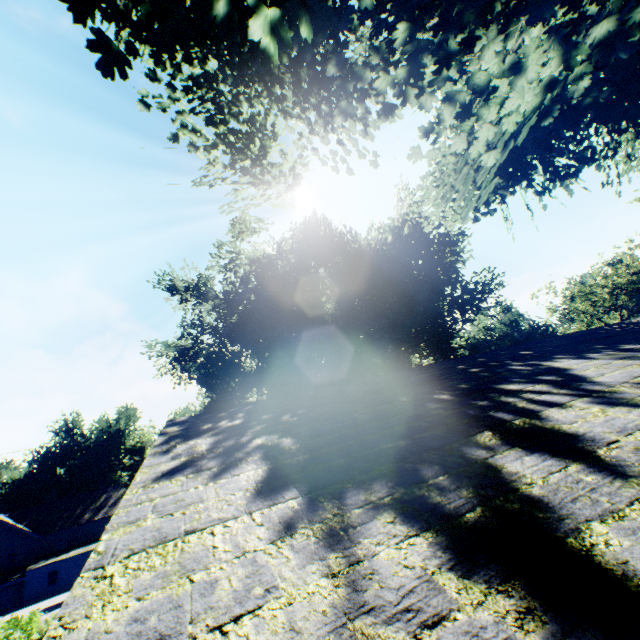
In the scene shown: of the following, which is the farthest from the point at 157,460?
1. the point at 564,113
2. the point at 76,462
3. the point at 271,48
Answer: the point at 76,462

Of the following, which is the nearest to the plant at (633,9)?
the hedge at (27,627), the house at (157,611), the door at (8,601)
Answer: the hedge at (27,627)

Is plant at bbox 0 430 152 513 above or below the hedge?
above

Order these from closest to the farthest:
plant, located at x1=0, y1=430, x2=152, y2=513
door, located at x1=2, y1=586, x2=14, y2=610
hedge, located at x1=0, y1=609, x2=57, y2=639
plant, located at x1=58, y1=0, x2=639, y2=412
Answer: plant, located at x1=58, y1=0, x2=639, y2=412 < hedge, located at x1=0, y1=609, x2=57, y2=639 < door, located at x1=2, y1=586, x2=14, y2=610 < plant, located at x1=0, y1=430, x2=152, y2=513

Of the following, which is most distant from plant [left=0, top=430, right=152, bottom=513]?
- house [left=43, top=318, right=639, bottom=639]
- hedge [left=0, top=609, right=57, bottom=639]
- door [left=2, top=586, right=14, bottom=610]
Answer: door [left=2, top=586, right=14, bottom=610]

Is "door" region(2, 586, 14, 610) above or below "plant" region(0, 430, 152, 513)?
below
